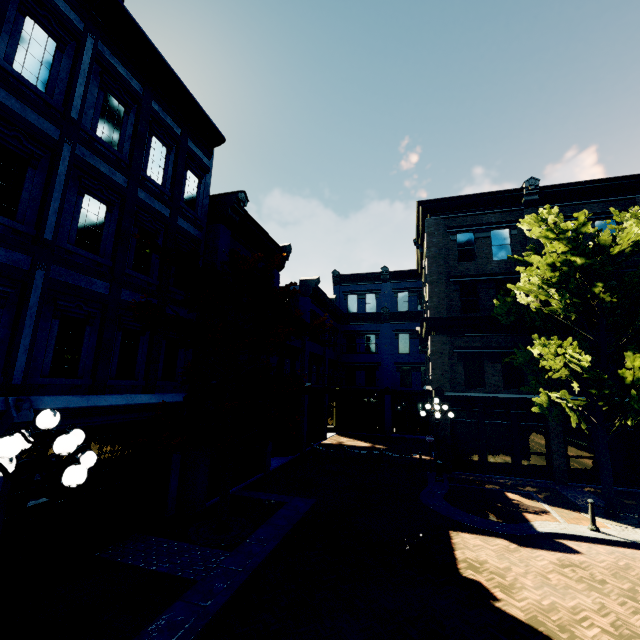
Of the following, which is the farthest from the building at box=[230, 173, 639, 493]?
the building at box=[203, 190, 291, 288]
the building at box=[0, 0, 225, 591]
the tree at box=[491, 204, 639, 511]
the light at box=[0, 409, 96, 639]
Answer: the light at box=[0, 409, 96, 639]

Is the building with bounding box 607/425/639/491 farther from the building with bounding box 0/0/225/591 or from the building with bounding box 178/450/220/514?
the building with bounding box 0/0/225/591

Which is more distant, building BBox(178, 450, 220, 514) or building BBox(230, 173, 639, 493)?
building BBox(230, 173, 639, 493)

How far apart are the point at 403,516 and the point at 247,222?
12.6m

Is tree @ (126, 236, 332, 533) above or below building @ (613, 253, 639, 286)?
below

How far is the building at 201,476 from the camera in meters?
10.3

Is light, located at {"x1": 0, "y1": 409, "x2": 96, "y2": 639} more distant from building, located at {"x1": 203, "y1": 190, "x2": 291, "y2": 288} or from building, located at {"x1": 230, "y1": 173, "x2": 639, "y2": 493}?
building, located at {"x1": 230, "y1": 173, "x2": 639, "y2": 493}

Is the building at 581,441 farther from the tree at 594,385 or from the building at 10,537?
the building at 10,537
